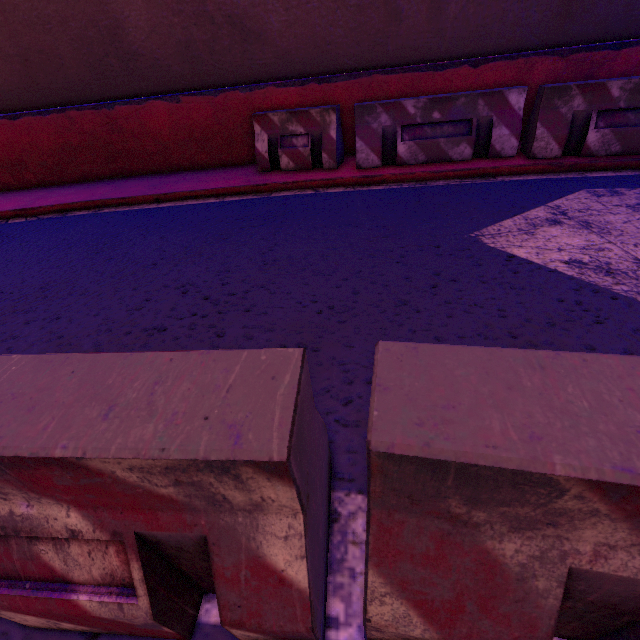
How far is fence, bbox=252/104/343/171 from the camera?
5.21m

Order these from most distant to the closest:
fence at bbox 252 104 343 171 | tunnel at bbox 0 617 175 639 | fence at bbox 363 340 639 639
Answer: fence at bbox 252 104 343 171 < tunnel at bbox 0 617 175 639 < fence at bbox 363 340 639 639

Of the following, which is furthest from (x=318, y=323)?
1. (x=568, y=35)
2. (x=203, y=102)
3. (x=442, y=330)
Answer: (x=568, y=35)

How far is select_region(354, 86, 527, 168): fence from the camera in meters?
4.7

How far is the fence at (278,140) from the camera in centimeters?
521cm

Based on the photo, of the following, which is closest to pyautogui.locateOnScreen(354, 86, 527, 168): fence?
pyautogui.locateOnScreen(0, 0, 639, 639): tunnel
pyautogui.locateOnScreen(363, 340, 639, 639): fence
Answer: pyautogui.locateOnScreen(0, 0, 639, 639): tunnel

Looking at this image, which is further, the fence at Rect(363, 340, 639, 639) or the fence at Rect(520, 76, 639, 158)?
the fence at Rect(520, 76, 639, 158)

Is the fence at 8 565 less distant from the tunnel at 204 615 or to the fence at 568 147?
the tunnel at 204 615
